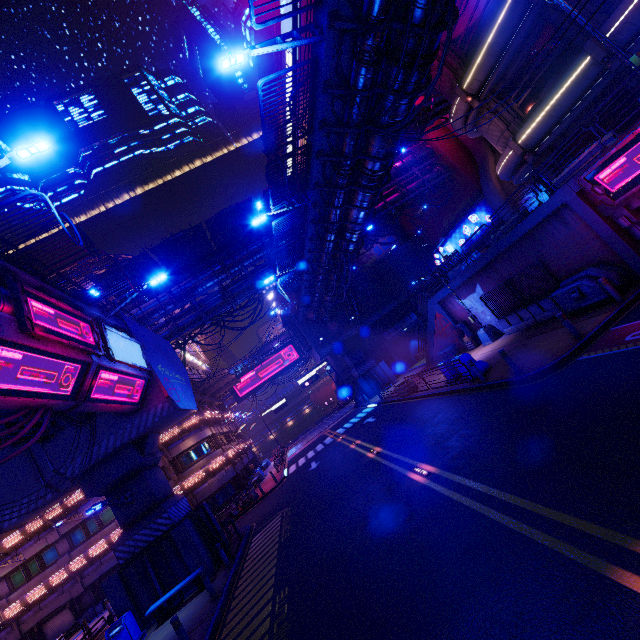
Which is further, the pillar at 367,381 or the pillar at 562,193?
the pillar at 367,381

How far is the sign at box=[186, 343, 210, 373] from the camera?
40.5 meters

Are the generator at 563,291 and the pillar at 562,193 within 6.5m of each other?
yes

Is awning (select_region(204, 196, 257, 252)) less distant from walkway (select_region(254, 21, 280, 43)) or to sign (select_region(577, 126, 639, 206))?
walkway (select_region(254, 21, 280, 43))

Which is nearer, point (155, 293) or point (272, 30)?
point (155, 293)

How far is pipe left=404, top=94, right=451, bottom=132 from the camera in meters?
25.5 m

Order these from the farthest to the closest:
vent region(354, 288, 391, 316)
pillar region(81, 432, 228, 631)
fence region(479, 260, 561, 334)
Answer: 1. vent region(354, 288, 391, 316)
2. fence region(479, 260, 561, 334)
3. pillar region(81, 432, 228, 631)

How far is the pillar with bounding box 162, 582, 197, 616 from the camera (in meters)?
13.73
